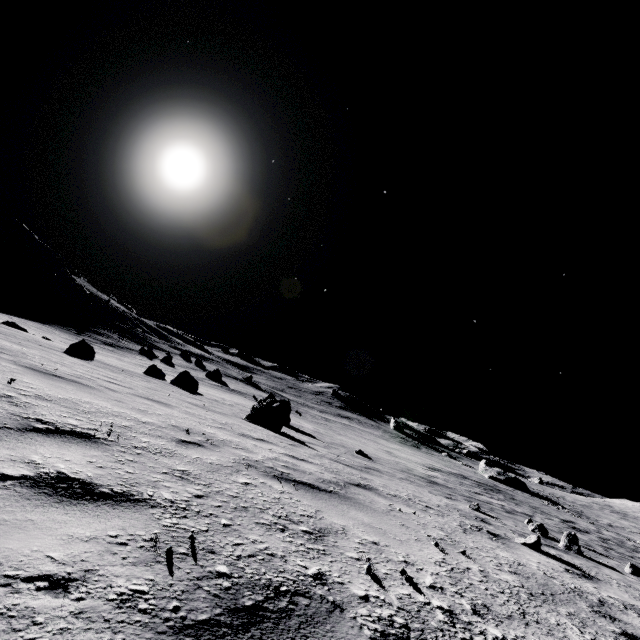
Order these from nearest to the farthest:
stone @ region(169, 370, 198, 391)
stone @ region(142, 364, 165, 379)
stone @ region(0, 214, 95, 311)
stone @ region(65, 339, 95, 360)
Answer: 1. stone @ region(65, 339, 95, 360)
2. stone @ region(169, 370, 198, 391)
3. stone @ region(142, 364, 165, 379)
4. stone @ region(0, 214, 95, 311)

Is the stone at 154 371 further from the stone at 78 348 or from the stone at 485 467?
the stone at 485 467

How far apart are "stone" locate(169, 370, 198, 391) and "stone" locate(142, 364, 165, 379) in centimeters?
262cm

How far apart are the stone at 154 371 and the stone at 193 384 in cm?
262

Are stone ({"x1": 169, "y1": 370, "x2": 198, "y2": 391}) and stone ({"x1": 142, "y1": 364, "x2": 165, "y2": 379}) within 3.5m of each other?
yes

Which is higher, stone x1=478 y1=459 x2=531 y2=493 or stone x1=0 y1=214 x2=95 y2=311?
stone x1=0 y1=214 x2=95 y2=311

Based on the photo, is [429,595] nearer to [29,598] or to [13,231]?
[29,598]

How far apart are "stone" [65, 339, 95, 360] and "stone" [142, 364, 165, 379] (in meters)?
5.56
